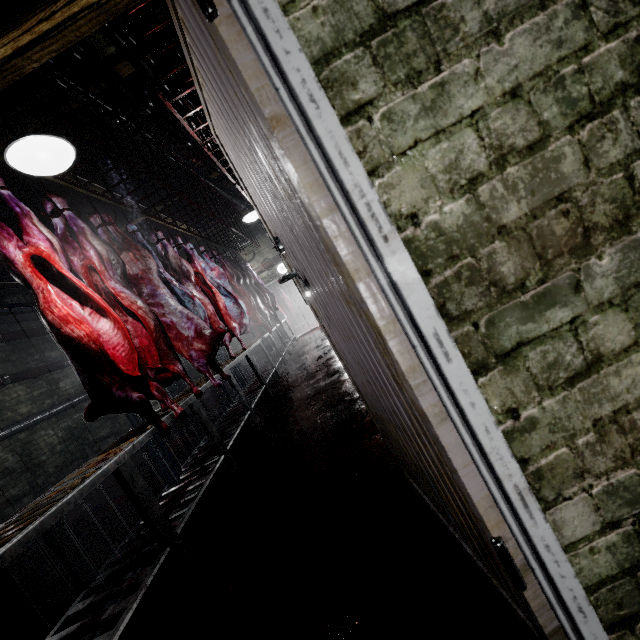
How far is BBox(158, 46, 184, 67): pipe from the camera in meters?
3.5 m

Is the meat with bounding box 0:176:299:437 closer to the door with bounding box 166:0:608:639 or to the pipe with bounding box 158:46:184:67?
the pipe with bounding box 158:46:184:67

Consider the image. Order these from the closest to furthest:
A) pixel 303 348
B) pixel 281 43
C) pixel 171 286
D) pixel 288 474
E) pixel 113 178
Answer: pixel 281 43 < pixel 288 474 < pixel 171 286 < pixel 113 178 < pixel 303 348

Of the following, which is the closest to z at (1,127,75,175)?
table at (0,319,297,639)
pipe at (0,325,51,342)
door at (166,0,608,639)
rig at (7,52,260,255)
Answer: rig at (7,52,260,255)

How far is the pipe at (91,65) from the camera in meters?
3.1 m

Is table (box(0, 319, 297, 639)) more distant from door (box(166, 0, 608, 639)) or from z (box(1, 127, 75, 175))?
z (box(1, 127, 75, 175))
